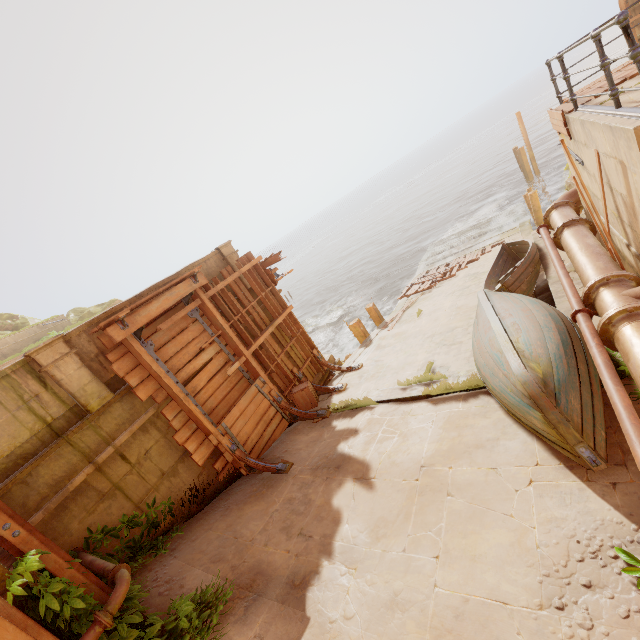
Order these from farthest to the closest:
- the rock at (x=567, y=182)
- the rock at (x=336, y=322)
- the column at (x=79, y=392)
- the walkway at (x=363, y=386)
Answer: the rock at (x=336, y=322), the rock at (x=567, y=182), the walkway at (x=363, y=386), the column at (x=79, y=392)

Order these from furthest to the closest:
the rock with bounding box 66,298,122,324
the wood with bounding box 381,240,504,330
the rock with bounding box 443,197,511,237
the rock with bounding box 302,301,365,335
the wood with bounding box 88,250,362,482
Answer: the rock with bounding box 66,298,122,324 → the rock with bounding box 443,197,511,237 → the rock with bounding box 302,301,365,335 → the wood with bounding box 381,240,504,330 → the wood with bounding box 88,250,362,482

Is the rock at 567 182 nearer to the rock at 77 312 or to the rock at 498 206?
the rock at 498 206

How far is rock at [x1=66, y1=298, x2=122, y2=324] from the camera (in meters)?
29.97

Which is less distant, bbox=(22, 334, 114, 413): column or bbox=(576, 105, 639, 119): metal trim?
bbox=(576, 105, 639, 119): metal trim

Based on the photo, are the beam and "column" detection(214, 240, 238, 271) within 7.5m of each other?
yes

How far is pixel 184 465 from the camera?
6.9 meters

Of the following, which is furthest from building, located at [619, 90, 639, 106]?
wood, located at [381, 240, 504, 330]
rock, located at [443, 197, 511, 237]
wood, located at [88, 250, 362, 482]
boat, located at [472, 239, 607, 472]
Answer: rock, located at [443, 197, 511, 237]
